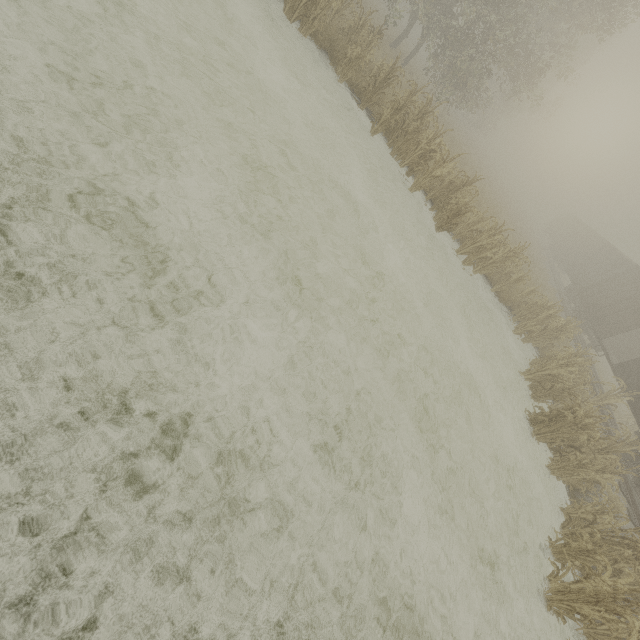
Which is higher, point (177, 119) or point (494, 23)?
point (494, 23)

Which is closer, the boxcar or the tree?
the tree

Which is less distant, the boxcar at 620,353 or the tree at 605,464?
the tree at 605,464
